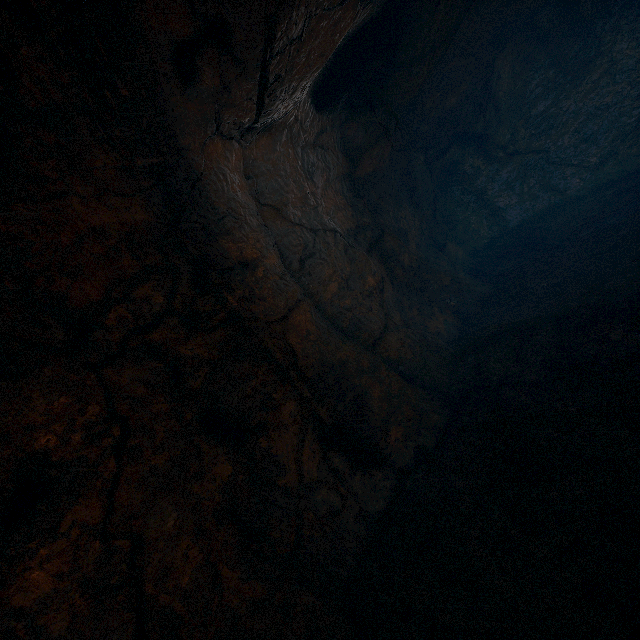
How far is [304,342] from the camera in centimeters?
422cm
